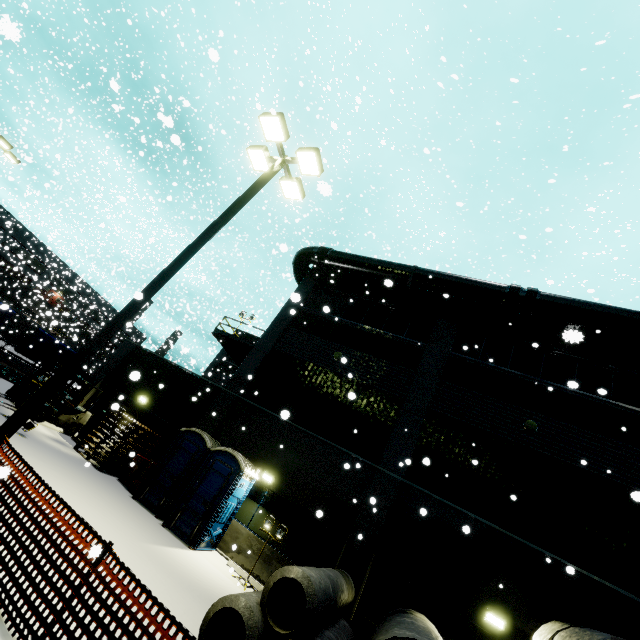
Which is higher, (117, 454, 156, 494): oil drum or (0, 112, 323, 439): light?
(0, 112, 323, 439): light

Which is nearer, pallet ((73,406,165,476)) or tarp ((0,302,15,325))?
tarp ((0,302,15,325))

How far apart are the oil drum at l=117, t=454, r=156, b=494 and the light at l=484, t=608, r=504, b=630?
11.6 meters

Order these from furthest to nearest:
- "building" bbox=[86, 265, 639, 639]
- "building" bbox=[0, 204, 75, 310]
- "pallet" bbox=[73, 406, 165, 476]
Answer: "building" bbox=[0, 204, 75, 310] < "pallet" bbox=[73, 406, 165, 476] < "building" bbox=[86, 265, 639, 639]

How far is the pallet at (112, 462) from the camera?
12.4 meters

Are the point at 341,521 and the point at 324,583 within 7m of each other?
yes

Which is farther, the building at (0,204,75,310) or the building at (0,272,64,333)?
the building at (0,204,75,310)

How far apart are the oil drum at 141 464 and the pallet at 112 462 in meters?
0.2
